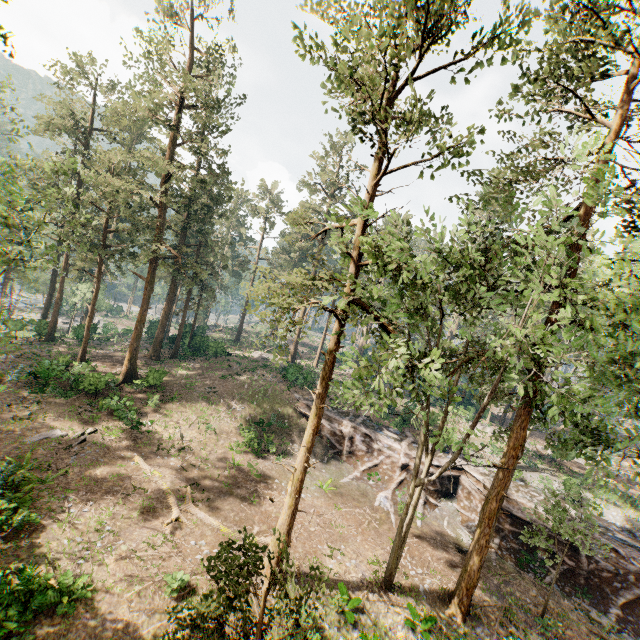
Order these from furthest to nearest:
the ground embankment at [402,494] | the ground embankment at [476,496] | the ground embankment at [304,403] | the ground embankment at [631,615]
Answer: the ground embankment at [304,403] < the ground embankment at [402,494] < the ground embankment at [476,496] < the ground embankment at [631,615]

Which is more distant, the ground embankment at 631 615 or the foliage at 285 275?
the ground embankment at 631 615

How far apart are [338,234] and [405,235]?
40.70m

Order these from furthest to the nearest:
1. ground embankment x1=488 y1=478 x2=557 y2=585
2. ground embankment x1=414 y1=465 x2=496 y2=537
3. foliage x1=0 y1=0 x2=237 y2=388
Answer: ground embankment x1=414 y1=465 x2=496 y2=537
ground embankment x1=488 y1=478 x2=557 y2=585
foliage x1=0 y1=0 x2=237 y2=388

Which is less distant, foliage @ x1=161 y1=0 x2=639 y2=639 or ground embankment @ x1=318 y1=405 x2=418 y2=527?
foliage @ x1=161 y1=0 x2=639 y2=639

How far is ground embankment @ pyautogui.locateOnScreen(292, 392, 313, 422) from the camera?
30.31m
